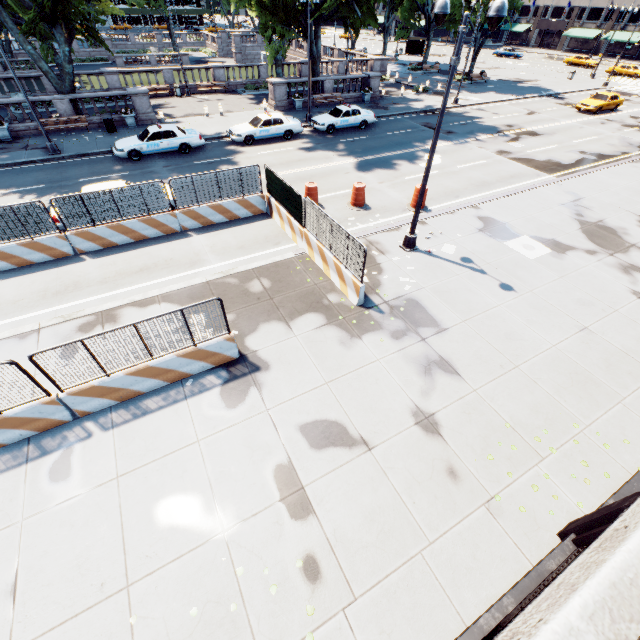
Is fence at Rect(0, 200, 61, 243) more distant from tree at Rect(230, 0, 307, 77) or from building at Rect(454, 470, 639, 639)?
tree at Rect(230, 0, 307, 77)

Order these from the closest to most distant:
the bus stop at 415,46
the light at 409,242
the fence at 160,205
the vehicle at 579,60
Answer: the light at 409,242
the fence at 160,205
the vehicle at 579,60
the bus stop at 415,46

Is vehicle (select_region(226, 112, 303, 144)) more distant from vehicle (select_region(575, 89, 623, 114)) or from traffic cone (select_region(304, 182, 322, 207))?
vehicle (select_region(575, 89, 623, 114))

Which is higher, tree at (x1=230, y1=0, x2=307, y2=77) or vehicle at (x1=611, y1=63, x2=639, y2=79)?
tree at (x1=230, y1=0, x2=307, y2=77)

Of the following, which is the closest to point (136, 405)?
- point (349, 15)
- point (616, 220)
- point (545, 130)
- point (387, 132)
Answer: point (616, 220)

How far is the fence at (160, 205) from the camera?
11.7m

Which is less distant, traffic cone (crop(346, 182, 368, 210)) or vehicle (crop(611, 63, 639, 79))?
traffic cone (crop(346, 182, 368, 210))

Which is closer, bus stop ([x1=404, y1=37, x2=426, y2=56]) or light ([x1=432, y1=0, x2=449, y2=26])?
light ([x1=432, y1=0, x2=449, y2=26])
